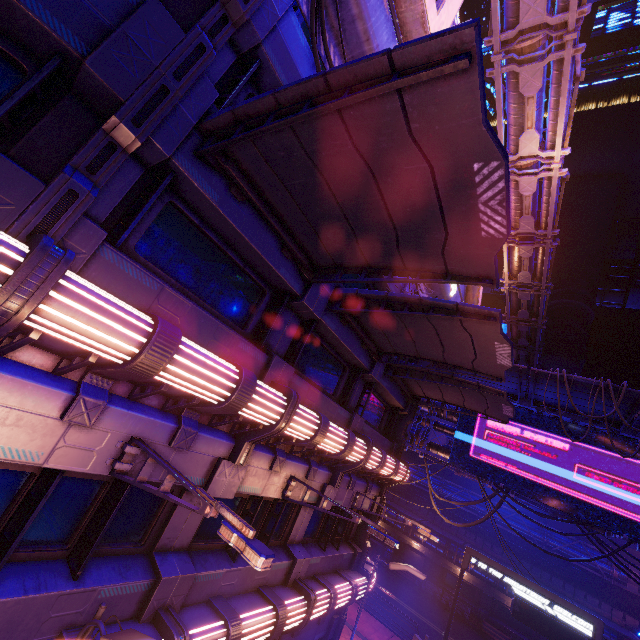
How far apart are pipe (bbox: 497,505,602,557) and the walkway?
2.79m

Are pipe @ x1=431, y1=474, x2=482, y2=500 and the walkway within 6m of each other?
yes

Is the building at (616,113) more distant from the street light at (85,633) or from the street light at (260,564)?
the street light at (85,633)

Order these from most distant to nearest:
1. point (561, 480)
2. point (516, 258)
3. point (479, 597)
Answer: point (479, 597) < point (516, 258) < point (561, 480)

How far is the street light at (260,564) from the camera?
3.4 meters

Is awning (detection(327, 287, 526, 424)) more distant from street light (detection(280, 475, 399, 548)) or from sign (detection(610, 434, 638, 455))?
sign (detection(610, 434, 638, 455))

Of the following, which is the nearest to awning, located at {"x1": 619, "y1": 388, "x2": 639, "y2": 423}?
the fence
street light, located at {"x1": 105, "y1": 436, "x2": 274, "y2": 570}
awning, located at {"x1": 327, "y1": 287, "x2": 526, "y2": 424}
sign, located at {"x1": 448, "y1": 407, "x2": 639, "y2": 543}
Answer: sign, located at {"x1": 448, "y1": 407, "x2": 639, "y2": 543}

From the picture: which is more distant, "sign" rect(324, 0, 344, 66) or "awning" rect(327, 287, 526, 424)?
"awning" rect(327, 287, 526, 424)
